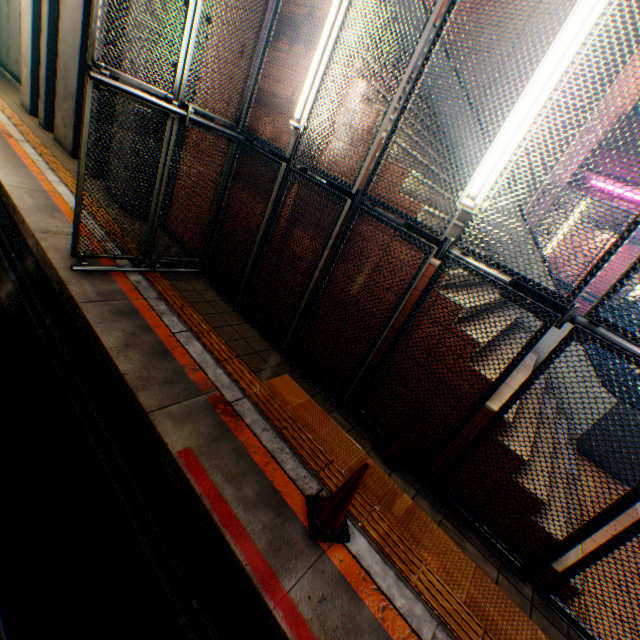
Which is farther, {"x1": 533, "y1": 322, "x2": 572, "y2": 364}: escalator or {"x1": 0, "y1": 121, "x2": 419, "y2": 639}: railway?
{"x1": 533, "y1": 322, "x2": 572, "y2": 364}: escalator

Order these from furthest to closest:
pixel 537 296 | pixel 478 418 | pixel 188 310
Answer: pixel 188 310
pixel 478 418
pixel 537 296

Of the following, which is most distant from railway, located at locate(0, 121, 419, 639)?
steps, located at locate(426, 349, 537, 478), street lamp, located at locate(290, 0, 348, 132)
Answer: street lamp, located at locate(290, 0, 348, 132)

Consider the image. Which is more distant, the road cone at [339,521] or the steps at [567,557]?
the steps at [567,557]

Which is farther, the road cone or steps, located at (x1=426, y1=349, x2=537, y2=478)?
steps, located at (x1=426, y1=349, x2=537, y2=478)

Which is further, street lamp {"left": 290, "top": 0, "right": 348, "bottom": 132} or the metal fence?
street lamp {"left": 290, "top": 0, "right": 348, "bottom": 132}

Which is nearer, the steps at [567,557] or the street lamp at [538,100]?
the street lamp at [538,100]

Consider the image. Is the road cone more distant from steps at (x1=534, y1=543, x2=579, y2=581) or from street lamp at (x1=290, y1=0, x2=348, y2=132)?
street lamp at (x1=290, y1=0, x2=348, y2=132)
